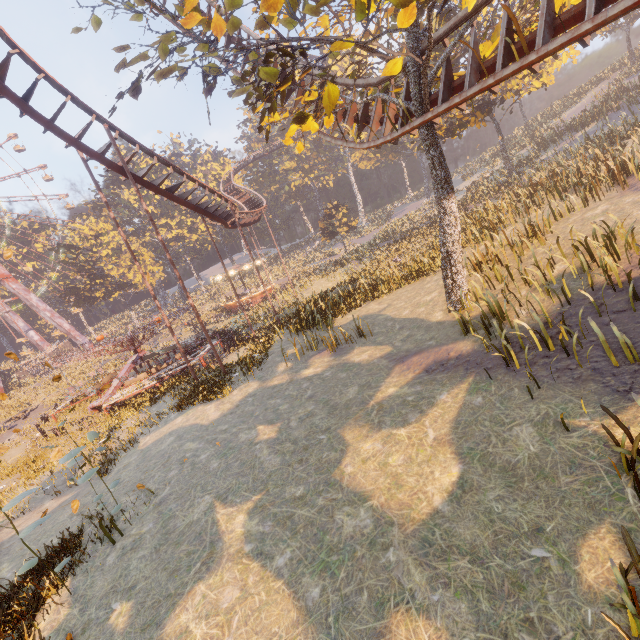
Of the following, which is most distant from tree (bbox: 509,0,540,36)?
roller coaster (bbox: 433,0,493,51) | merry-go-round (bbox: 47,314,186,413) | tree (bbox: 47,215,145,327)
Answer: tree (bbox: 47,215,145,327)

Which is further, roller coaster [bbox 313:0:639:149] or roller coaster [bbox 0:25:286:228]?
roller coaster [bbox 0:25:286:228]

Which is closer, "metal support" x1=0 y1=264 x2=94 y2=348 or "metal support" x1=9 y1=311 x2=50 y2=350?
"metal support" x1=0 y1=264 x2=94 y2=348

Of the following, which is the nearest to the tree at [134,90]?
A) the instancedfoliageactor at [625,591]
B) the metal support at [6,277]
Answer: the instancedfoliageactor at [625,591]

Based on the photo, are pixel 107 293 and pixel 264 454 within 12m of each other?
no

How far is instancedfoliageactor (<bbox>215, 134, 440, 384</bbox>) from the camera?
18.19m

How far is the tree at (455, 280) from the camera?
10.32m

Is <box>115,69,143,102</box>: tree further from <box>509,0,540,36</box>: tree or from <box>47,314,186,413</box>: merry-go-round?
<box>47,314,186,413</box>: merry-go-round
